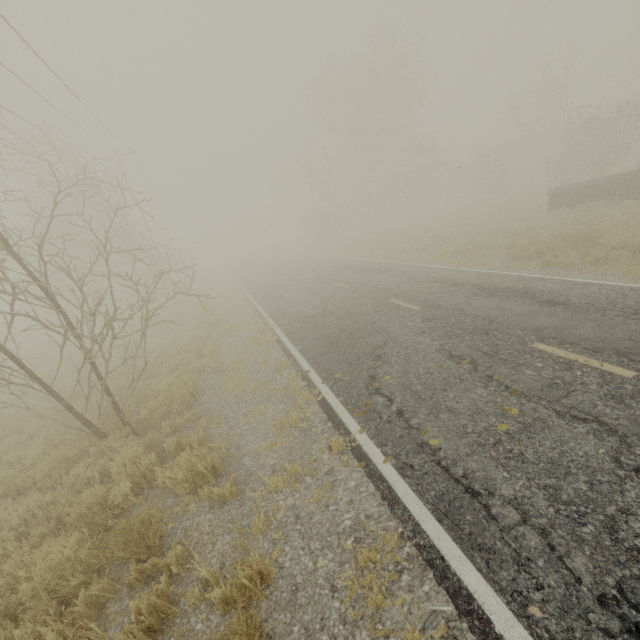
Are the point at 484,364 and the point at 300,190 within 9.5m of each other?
no

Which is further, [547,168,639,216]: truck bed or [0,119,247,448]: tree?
[547,168,639,216]: truck bed

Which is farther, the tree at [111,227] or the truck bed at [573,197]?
the truck bed at [573,197]
